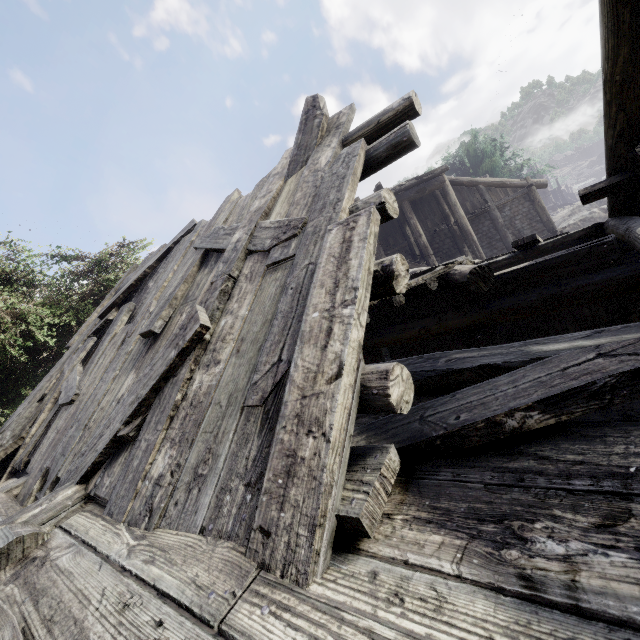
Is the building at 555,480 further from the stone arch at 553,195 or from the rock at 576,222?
the stone arch at 553,195

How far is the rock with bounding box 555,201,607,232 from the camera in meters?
25.8

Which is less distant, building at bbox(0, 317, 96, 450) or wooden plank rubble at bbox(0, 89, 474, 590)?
wooden plank rubble at bbox(0, 89, 474, 590)

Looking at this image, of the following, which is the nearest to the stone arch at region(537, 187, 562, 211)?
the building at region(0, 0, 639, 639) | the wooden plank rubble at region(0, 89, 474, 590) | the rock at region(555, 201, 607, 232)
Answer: the building at region(0, 0, 639, 639)

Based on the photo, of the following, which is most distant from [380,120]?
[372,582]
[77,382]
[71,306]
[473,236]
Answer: [473,236]

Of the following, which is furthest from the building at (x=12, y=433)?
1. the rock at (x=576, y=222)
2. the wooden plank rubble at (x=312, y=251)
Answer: the rock at (x=576, y=222)

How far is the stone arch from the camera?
49.3 meters

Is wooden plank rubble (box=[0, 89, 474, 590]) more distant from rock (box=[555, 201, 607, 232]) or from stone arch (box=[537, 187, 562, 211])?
stone arch (box=[537, 187, 562, 211])
